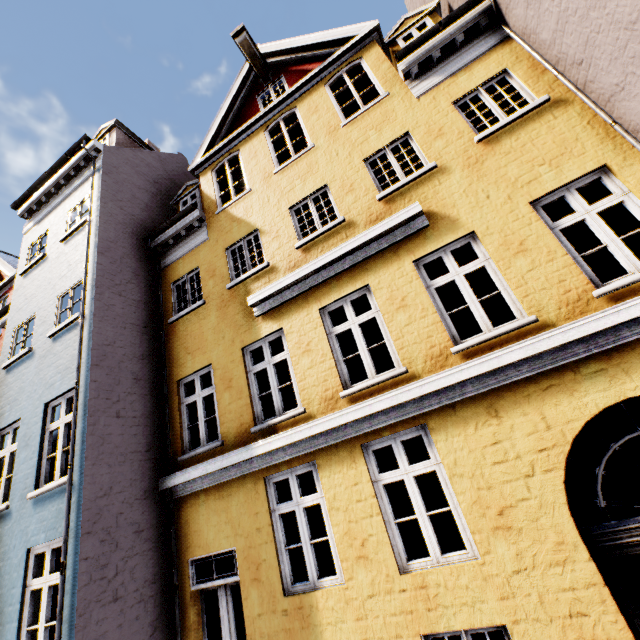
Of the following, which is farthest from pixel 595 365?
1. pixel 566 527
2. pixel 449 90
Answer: pixel 449 90
